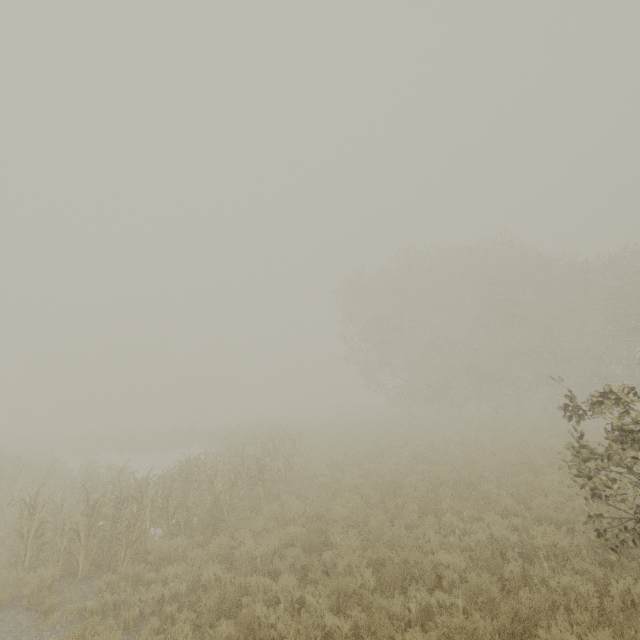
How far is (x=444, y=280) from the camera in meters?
31.4 m
